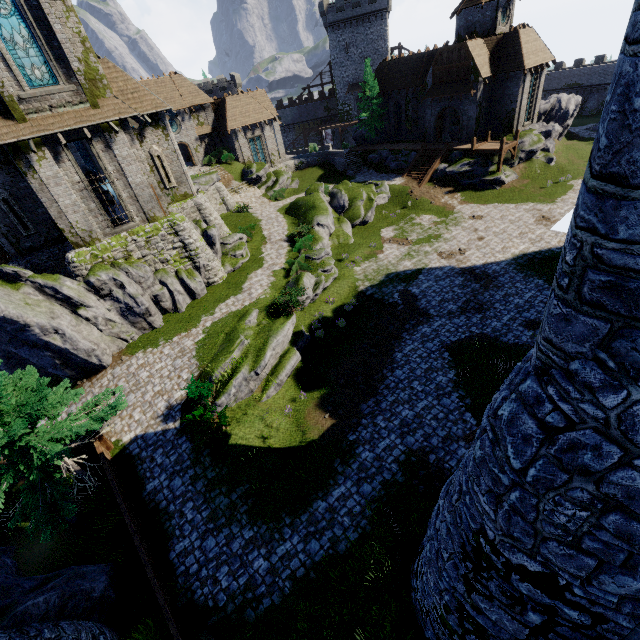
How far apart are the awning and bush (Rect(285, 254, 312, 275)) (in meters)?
26.05

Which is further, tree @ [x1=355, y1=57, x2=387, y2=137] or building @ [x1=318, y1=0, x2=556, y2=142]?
tree @ [x1=355, y1=57, x2=387, y2=137]

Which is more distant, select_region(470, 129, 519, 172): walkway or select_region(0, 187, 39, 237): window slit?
select_region(470, 129, 519, 172): walkway

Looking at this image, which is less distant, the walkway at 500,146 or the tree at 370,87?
the walkway at 500,146

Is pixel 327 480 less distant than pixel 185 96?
Yes

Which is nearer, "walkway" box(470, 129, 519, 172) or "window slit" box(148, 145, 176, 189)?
"window slit" box(148, 145, 176, 189)

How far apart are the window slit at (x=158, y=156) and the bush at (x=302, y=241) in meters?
9.1 m

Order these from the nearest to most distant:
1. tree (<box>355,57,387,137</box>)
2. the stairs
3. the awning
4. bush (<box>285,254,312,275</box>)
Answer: bush (<box>285,254,312,275</box>) → the awning → tree (<box>355,57,387,137</box>) → the stairs
